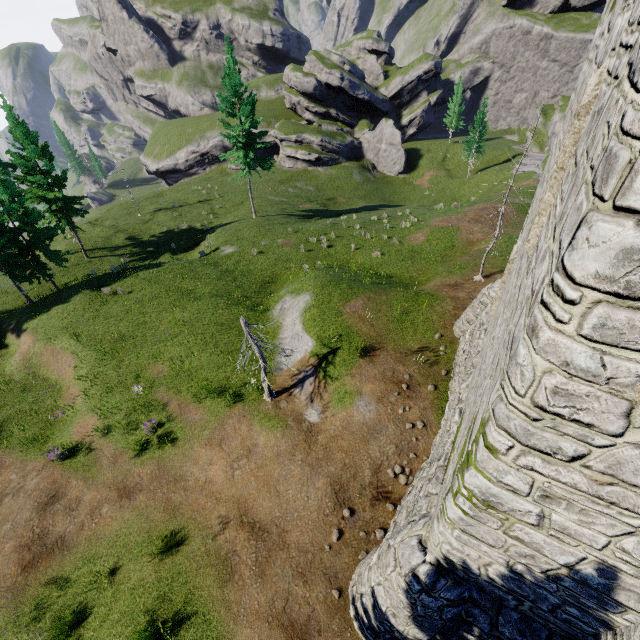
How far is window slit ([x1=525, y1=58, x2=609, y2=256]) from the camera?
4.04m

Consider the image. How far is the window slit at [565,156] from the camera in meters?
4.0

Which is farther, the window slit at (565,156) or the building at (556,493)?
the window slit at (565,156)

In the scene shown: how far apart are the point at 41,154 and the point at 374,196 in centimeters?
3993cm

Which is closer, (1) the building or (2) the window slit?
(1) the building
